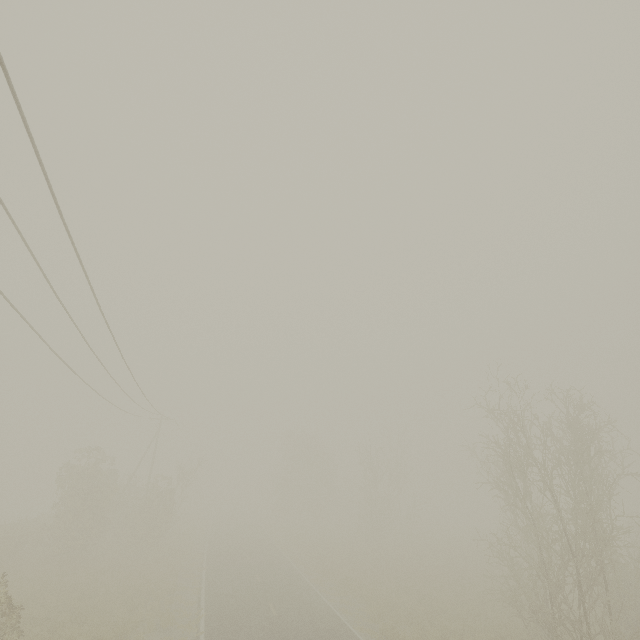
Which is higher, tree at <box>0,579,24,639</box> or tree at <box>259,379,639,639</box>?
tree at <box>259,379,639,639</box>

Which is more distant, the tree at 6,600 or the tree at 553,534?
the tree at 553,534

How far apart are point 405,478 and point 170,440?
35.41m

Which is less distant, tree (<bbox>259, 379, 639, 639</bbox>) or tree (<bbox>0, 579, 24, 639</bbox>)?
tree (<bbox>0, 579, 24, 639</bbox>)

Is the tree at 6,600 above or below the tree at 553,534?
below
